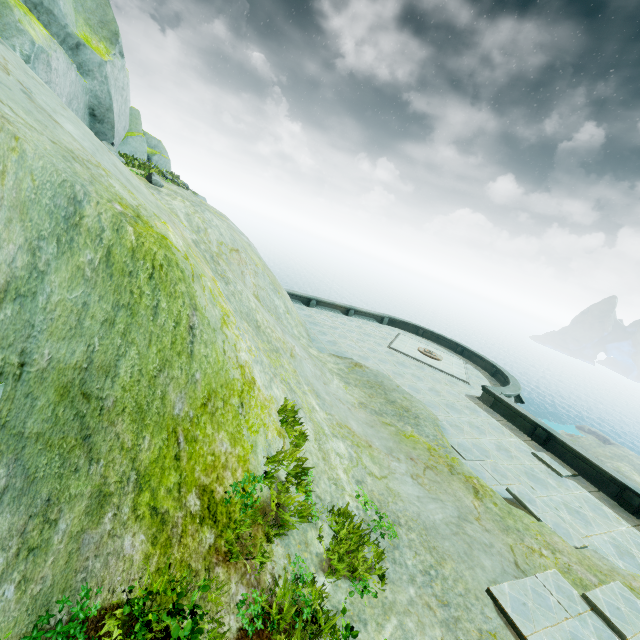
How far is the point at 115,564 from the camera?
3.5 meters
